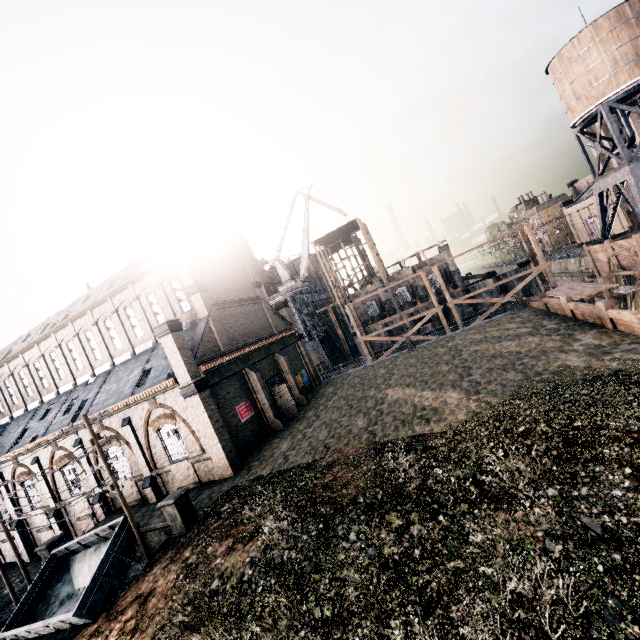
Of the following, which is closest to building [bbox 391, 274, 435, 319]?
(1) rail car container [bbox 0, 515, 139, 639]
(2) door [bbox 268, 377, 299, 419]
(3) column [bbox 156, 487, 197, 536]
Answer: (2) door [bbox 268, 377, 299, 419]

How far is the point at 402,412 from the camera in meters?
19.6

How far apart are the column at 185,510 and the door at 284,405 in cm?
1262

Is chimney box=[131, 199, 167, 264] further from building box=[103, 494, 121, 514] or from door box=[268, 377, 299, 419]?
door box=[268, 377, 299, 419]

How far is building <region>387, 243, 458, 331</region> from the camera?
50.4 meters

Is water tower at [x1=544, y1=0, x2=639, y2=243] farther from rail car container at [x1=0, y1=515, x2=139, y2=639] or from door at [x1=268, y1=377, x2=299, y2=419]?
rail car container at [x1=0, y1=515, x2=139, y2=639]

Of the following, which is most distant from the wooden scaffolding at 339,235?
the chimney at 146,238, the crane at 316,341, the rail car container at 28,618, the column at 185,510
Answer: the rail car container at 28,618
